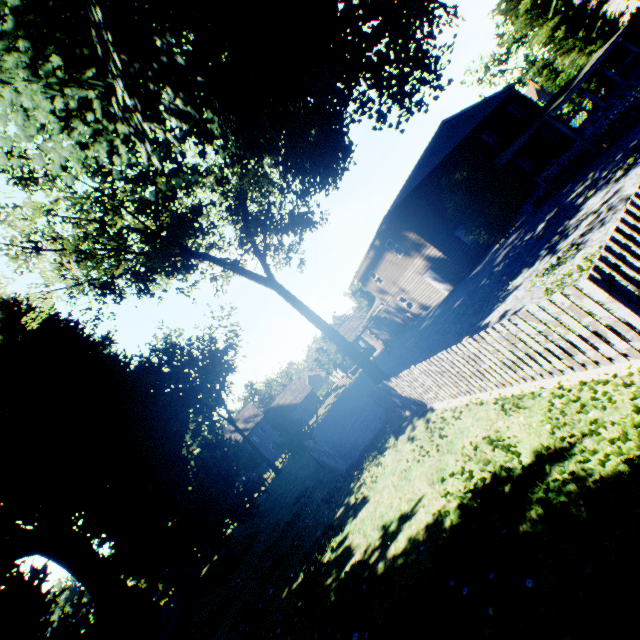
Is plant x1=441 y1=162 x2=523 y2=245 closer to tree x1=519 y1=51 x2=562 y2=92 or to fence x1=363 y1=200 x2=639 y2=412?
fence x1=363 y1=200 x2=639 y2=412

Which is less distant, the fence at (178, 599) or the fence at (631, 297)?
the fence at (631, 297)

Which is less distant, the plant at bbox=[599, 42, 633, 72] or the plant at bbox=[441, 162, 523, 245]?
the plant at bbox=[441, 162, 523, 245]

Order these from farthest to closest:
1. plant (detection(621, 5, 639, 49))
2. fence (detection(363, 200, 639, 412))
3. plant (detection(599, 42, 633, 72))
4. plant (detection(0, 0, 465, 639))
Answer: plant (detection(599, 42, 633, 72)) < plant (detection(621, 5, 639, 49)) < plant (detection(0, 0, 465, 639)) < fence (detection(363, 200, 639, 412))

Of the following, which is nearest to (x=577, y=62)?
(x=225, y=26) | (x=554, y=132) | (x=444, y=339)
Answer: (x=554, y=132)

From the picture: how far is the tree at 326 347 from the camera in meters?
Result: 46.1
